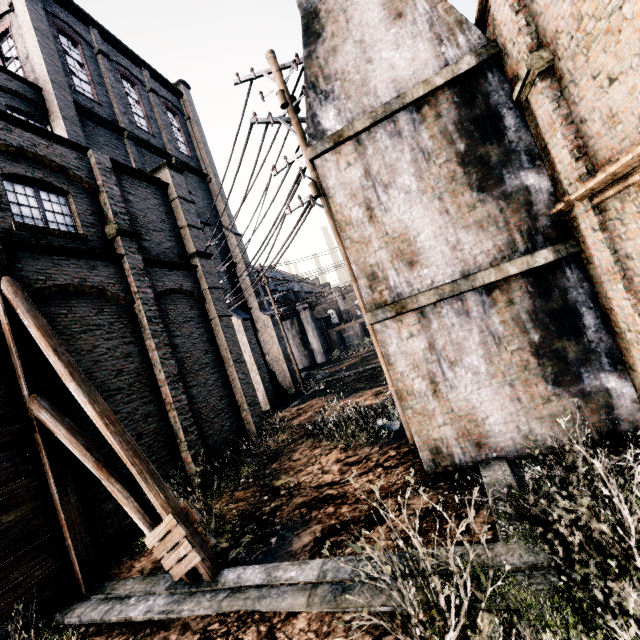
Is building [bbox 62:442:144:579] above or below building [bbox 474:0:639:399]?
below

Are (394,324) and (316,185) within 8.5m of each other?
yes

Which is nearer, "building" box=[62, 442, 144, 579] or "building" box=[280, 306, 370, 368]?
"building" box=[62, 442, 144, 579]

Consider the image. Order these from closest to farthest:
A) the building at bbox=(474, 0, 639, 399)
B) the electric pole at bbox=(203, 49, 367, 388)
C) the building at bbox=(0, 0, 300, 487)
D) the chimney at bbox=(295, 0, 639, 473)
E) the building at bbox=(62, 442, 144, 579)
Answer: the building at bbox=(474, 0, 639, 399)
the chimney at bbox=(295, 0, 639, 473)
the building at bbox=(62, 442, 144, 579)
the electric pole at bbox=(203, 49, 367, 388)
the building at bbox=(0, 0, 300, 487)

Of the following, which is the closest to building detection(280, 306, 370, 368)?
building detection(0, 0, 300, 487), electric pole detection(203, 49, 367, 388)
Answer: building detection(0, 0, 300, 487)

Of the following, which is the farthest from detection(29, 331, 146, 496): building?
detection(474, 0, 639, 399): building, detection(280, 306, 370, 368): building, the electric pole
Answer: detection(280, 306, 370, 368): building

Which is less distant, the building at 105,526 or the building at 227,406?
the building at 105,526

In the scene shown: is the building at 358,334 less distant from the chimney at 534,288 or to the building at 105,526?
the building at 105,526
